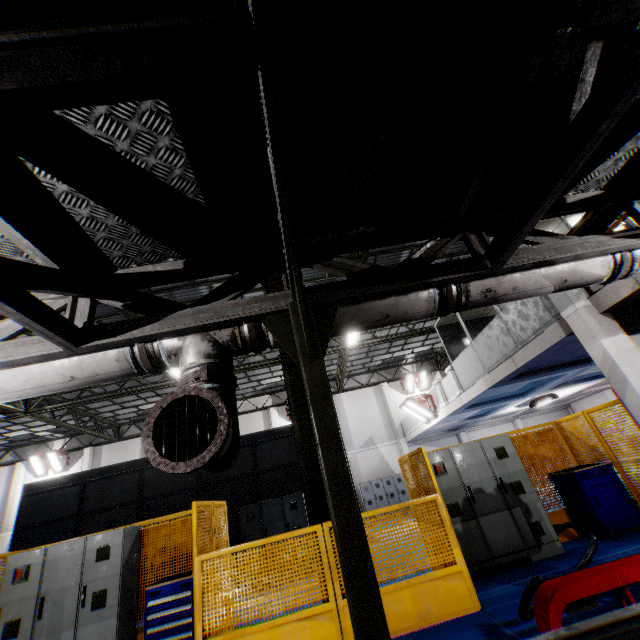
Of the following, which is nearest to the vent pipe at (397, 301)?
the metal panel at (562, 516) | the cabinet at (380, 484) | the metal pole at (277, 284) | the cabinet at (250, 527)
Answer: the metal panel at (562, 516)

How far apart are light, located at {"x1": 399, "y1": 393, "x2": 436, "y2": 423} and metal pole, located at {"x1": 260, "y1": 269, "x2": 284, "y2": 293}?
9.3 meters

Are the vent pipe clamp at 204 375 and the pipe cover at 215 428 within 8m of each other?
yes

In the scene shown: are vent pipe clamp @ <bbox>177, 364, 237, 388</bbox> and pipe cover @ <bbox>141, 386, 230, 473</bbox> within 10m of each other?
yes

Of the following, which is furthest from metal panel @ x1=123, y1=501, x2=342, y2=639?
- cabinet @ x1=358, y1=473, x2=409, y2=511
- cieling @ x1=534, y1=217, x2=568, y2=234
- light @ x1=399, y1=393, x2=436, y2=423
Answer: cabinet @ x1=358, y1=473, x2=409, y2=511

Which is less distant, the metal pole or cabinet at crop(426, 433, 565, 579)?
cabinet at crop(426, 433, 565, 579)

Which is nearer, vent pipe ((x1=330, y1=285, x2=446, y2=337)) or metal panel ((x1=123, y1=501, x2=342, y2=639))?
vent pipe ((x1=330, y1=285, x2=446, y2=337))

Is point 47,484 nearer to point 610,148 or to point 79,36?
point 79,36
